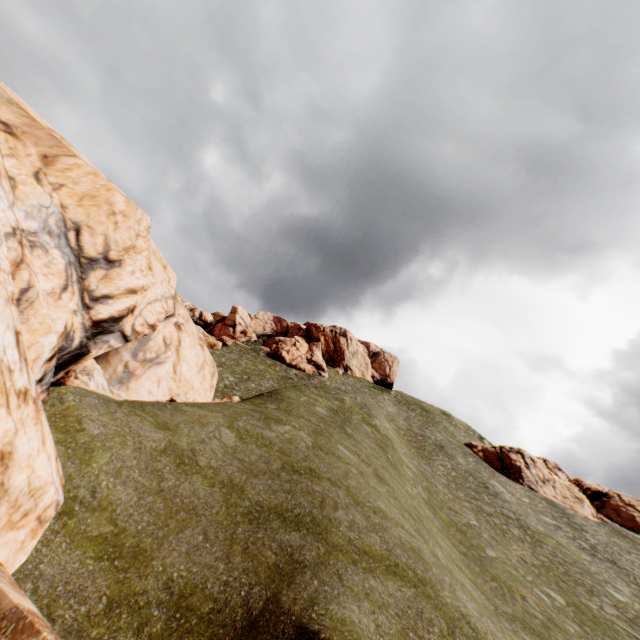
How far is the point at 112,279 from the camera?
11.2m

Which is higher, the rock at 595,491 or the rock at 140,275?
the rock at 595,491

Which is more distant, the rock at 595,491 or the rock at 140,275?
the rock at 595,491

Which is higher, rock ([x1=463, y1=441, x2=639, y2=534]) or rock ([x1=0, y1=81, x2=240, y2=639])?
rock ([x1=463, y1=441, x2=639, y2=534])

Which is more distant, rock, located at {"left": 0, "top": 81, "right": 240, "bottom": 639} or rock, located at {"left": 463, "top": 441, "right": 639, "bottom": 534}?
rock, located at {"left": 463, "top": 441, "right": 639, "bottom": 534}
